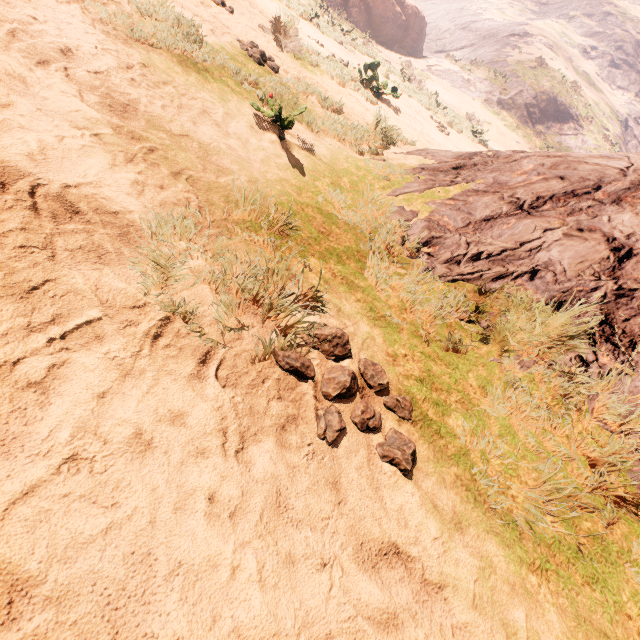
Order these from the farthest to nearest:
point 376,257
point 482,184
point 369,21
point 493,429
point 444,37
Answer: point 444,37, point 369,21, point 482,184, point 376,257, point 493,429

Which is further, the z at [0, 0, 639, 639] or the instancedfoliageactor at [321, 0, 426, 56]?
the instancedfoliageactor at [321, 0, 426, 56]

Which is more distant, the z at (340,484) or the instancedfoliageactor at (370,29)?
the instancedfoliageactor at (370,29)
